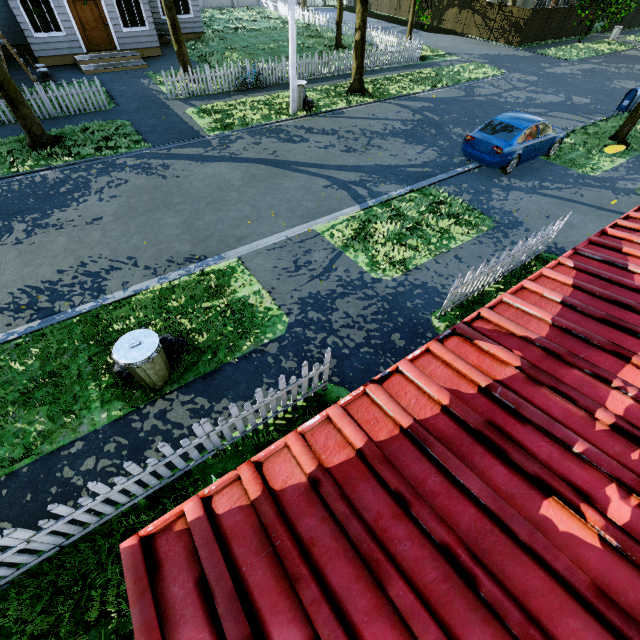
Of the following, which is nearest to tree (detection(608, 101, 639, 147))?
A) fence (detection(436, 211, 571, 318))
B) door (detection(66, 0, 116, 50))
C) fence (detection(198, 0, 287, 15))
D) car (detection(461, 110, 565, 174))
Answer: fence (detection(198, 0, 287, 15))

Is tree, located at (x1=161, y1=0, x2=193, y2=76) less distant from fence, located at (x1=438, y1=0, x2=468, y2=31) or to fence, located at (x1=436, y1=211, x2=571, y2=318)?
fence, located at (x1=438, y1=0, x2=468, y2=31)

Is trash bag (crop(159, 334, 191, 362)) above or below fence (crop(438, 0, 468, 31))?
below

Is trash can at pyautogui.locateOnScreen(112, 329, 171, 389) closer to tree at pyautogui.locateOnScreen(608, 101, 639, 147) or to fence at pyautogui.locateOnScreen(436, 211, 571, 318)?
tree at pyautogui.locateOnScreen(608, 101, 639, 147)

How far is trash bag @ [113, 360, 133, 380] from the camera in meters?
5.3 m

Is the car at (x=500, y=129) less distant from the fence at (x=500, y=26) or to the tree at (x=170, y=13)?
the tree at (x=170, y=13)

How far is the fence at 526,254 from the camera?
6.27m

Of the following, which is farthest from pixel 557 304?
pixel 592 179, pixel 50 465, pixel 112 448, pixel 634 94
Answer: pixel 634 94
